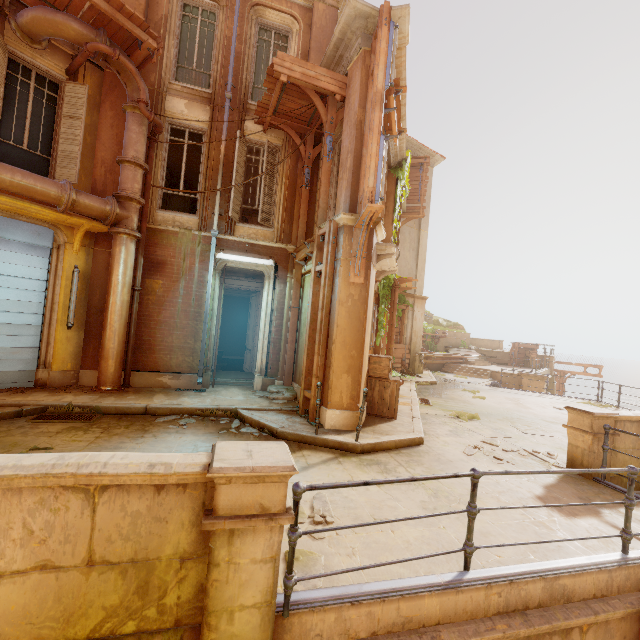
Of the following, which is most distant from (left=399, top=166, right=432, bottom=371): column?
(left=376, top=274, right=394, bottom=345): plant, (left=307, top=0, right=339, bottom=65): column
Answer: (left=307, top=0, right=339, bottom=65): column

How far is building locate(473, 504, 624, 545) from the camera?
3.8m

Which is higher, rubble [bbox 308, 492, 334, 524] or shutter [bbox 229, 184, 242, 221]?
shutter [bbox 229, 184, 242, 221]

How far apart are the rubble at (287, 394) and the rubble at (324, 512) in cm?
414

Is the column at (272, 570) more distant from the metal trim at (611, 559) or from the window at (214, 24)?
the window at (214, 24)

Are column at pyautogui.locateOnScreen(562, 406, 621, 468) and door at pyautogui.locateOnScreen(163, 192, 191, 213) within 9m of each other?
no

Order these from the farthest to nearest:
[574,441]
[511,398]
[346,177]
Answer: [511,398] < [346,177] < [574,441]

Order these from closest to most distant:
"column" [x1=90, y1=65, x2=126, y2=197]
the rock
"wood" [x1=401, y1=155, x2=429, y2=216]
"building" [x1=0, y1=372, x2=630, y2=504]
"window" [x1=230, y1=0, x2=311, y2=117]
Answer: "building" [x1=0, y1=372, x2=630, y2=504] → "column" [x1=90, y1=65, x2=126, y2=197] → "window" [x1=230, y1=0, x2=311, y2=117] → "wood" [x1=401, y1=155, x2=429, y2=216] → the rock
